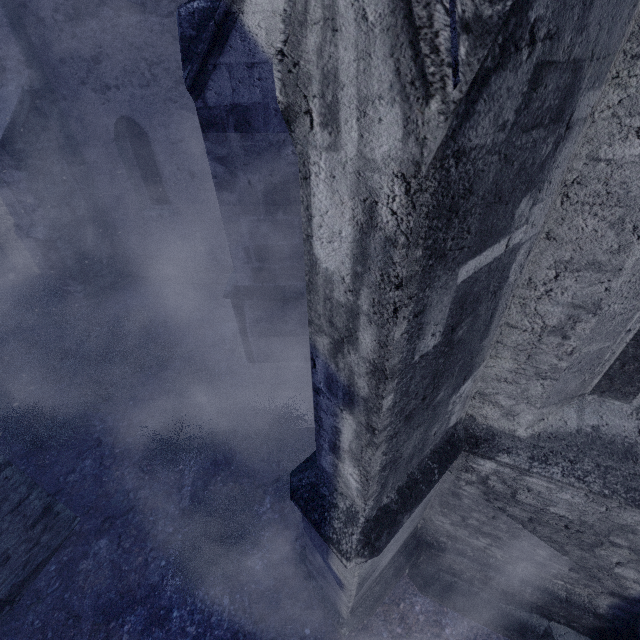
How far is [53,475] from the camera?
5.06m

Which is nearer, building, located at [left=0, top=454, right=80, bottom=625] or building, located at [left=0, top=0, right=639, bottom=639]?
building, located at [left=0, top=0, right=639, bottom=639]

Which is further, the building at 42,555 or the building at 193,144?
the building at 42,555
